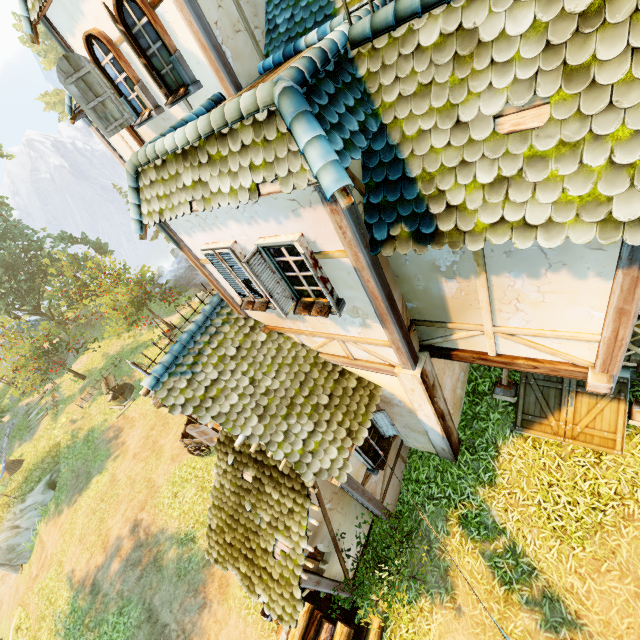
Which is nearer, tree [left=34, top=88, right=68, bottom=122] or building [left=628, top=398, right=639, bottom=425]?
building [left=628, top=398, right=639, bottom=425]

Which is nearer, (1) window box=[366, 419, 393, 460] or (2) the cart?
(1) window box=[366, 419, 393, 460]

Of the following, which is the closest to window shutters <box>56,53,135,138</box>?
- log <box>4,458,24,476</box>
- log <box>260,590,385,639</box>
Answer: log <box>260,590,385,639</box>

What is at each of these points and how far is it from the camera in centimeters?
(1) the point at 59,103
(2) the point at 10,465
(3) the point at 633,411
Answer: (1) tree, 4453cm
(2) log, 2144cm
(3) building, 668cm

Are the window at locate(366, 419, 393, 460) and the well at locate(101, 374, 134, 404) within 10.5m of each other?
no

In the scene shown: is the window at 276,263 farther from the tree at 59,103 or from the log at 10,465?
the log at 10,465

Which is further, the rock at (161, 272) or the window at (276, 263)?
the rock at (161, 272)

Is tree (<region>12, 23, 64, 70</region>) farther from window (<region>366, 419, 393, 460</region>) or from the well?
window (<region>366, 419, 393, 460</region>)
